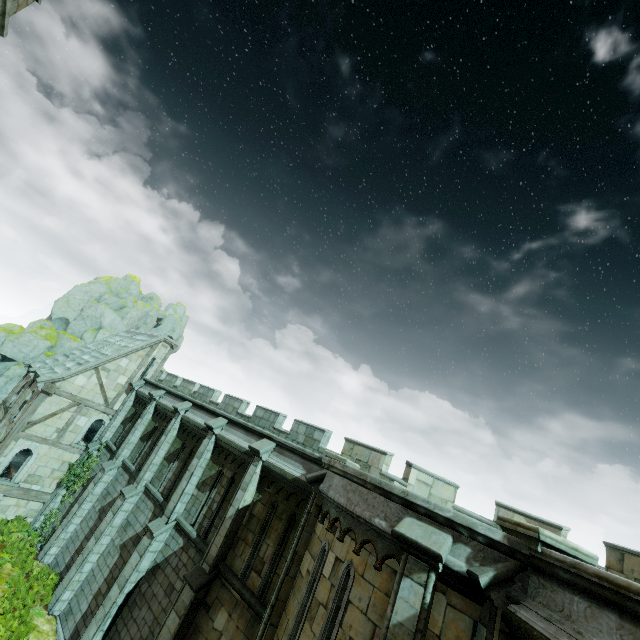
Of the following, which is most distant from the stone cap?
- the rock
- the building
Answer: the rock

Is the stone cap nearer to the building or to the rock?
the building

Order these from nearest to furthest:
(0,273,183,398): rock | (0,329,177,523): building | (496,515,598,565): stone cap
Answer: (496,515,598,565): stone cap, (0,329,177,523): building, (0,273,183,398): rock

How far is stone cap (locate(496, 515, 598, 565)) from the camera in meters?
4.6

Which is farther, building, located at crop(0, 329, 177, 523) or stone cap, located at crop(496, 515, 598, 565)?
building, located at crop(0, 329, 177, 523)

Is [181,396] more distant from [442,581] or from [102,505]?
[442,581]

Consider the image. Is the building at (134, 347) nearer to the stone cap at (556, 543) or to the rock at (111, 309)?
the rock at (111, 309)
